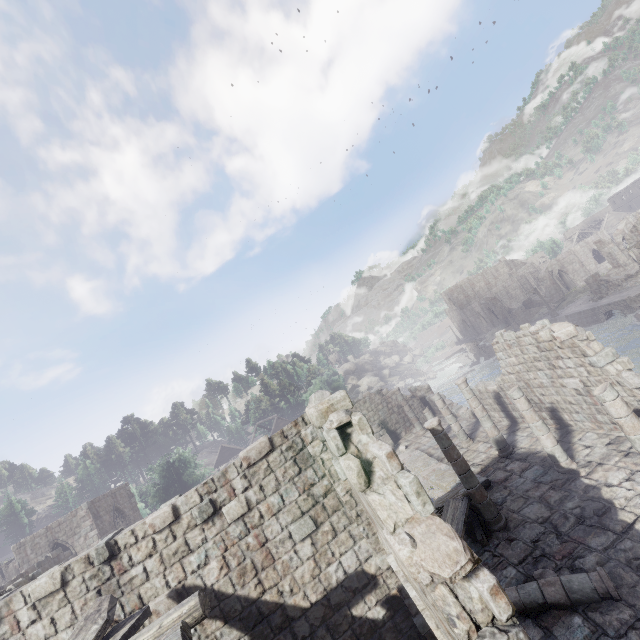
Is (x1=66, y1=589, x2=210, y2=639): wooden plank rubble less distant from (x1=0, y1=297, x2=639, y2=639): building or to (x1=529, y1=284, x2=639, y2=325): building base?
(x1=0, y1=297, x2=639, y2=639): building

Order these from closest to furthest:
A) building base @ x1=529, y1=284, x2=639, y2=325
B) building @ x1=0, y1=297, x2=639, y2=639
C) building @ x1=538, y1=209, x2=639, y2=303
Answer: building @ x1=0, y1=297, x2=639, y2=639 < building base @ x1=529, y1=284, x2=639, y2=325 < building @ x1=538, y1=209, x2=639, y2=303

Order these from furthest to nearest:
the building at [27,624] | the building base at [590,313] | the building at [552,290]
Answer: the building at [552,290] → the building base at [590,313] → the building at [27,624]

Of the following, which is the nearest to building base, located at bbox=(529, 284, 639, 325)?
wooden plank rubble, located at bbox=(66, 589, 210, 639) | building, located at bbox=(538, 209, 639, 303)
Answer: building, located at bbox=(538, 209, 639, 303)

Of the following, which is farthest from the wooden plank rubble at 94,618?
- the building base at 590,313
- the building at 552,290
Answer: the building base at 590,313

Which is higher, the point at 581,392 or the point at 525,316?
the point at 581,392

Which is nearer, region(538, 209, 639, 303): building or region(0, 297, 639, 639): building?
region(0, 297, 639, 639): building

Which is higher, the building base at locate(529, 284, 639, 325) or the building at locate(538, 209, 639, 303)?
the building at locate(538, 209, 639, 303)
